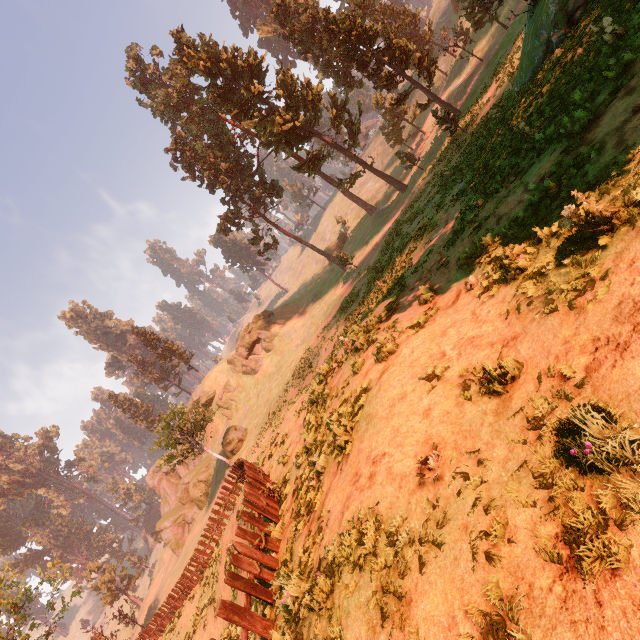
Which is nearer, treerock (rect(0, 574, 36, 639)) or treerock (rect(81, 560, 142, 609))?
treerock (rect(0, 574, 36, 639))

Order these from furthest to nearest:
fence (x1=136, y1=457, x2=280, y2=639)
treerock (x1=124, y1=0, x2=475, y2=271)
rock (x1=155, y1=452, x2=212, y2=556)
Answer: rock (x1=155, y1=452, x2=212, y2=556), treerock (x1=124, y1=0, x2=475, y2=271), fence (x1=136, y1=457, x2=280, y2=639)

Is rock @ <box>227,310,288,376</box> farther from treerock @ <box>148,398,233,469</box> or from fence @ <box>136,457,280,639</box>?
fence @ <box>136,457,280,639</box>

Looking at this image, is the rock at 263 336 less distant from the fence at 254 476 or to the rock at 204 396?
the rock at 204 396

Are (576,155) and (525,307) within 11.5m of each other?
yes

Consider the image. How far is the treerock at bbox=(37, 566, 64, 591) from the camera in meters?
32.1

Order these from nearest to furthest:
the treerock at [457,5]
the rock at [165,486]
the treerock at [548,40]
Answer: the treerock at [548,40] < the treerock at [457,5] < the rock at [165,486]

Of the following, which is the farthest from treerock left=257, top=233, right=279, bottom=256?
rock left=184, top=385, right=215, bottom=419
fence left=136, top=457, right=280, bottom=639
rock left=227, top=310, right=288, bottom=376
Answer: rock left=227, top=310, right=288, bottom=376
